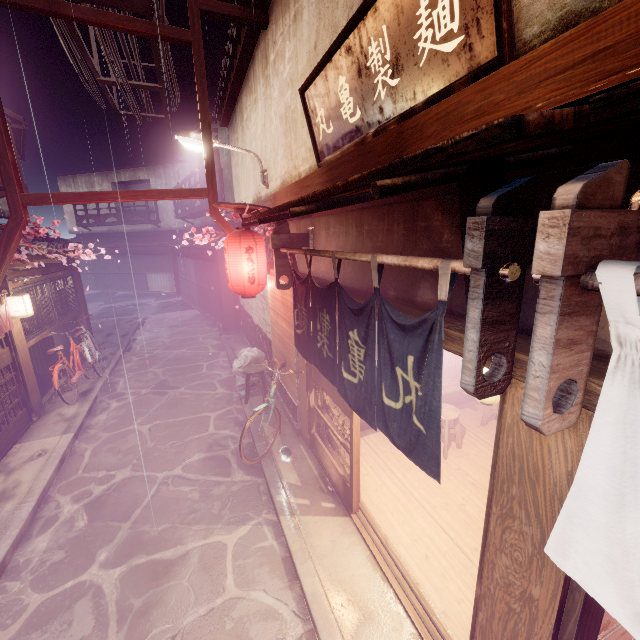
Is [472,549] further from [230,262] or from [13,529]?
[13,529]

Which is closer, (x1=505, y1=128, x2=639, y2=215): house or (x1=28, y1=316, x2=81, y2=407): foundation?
(x1=505, y1=128, x2=639, y2=215): house

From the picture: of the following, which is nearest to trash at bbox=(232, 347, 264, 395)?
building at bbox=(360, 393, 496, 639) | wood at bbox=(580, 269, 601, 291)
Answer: building at bbox=(360, 393, 496, 639)

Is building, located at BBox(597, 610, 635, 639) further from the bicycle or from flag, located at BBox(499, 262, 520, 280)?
the bicycle

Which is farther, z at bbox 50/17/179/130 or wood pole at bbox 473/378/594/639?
z at bbox 50/17/179/130

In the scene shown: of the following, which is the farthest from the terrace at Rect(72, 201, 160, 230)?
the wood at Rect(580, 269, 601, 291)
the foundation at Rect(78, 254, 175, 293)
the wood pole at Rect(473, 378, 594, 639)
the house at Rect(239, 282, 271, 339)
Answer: the wood at Rect(580, 269, 601, 291)

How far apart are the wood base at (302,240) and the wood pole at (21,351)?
9.9 meters

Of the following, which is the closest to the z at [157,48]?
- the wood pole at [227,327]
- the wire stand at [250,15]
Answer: the wire stand at [250,15]
